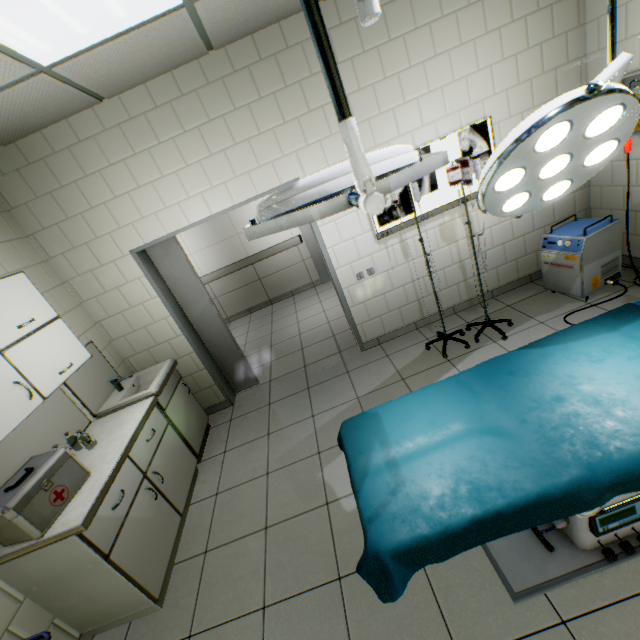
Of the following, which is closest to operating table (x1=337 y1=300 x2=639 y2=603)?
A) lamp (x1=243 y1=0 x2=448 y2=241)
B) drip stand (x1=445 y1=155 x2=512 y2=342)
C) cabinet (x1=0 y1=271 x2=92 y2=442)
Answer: lamp (x1=243 y1=0 x2=448 y2=241)

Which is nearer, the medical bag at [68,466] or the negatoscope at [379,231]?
the medical bag at [68,466]

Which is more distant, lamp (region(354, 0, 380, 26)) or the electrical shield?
the electrical shield

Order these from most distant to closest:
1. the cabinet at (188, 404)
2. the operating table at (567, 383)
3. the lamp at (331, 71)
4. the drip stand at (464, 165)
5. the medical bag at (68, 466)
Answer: the cabinet at (188, 404) → the drip stand at (464, 165) → the medical bag at (68, 466) → the operating table at (567, 383) → the lamp at (331, 71)

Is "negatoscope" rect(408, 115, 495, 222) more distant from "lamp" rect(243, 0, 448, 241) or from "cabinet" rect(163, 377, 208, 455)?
"cabinet" rect(163, 377, 208, 455)

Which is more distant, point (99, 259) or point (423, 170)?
point (99, 259)

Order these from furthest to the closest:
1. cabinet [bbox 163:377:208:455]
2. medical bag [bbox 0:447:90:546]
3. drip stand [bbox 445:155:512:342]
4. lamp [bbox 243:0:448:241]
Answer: cabinet [bbox 163:377:208:455], drip stand [bbox 445:155:512:342], medical bag [bbox 0:447:90:546], lamp [bbox 243:0:448:241]

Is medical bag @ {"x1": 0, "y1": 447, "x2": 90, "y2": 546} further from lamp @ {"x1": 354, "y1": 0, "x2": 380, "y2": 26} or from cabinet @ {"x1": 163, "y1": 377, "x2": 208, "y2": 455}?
lamp @ {"x1": 354, "y1": 0, "x2": 380, "y2": 26}
